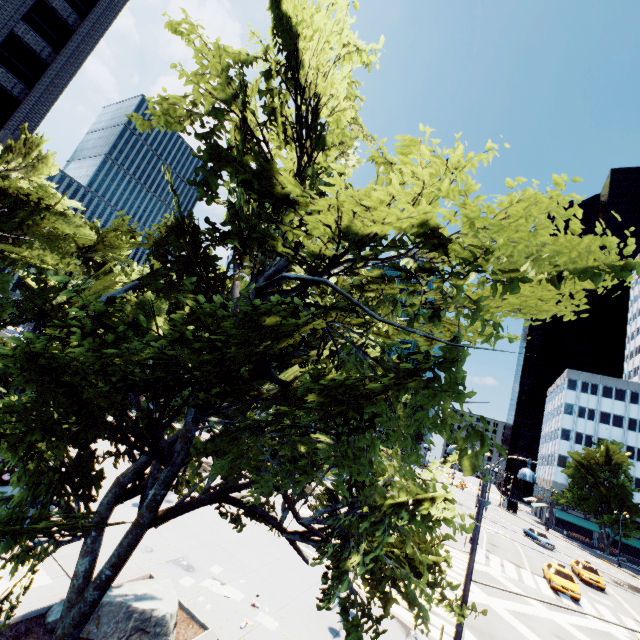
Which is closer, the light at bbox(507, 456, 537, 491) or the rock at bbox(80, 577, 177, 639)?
the rock at bbox(80, 577, 177, 639)

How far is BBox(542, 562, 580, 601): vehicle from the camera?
23.78m

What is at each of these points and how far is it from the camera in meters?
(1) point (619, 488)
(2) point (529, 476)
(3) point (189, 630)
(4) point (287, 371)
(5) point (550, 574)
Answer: (1) tree, 52.5
(2) light, 8.6
(3) planter, 8.7
(4) tree, 6.9
(5) vehicle, 25.5

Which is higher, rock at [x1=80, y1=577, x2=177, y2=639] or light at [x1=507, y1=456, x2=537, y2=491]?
light at [x1=507, y1=456, x2=537, y2=491]

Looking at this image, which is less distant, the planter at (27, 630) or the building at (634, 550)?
the planter at (27, 630)

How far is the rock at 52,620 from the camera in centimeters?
741cm

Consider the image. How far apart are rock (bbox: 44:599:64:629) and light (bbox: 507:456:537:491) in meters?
9.8

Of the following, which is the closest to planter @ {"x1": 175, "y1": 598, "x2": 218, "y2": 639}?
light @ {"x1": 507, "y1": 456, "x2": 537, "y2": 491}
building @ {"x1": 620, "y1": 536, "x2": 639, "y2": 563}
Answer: light @ {"x1": 507, "y1": 456, "x2": 537, "y2": 491}
